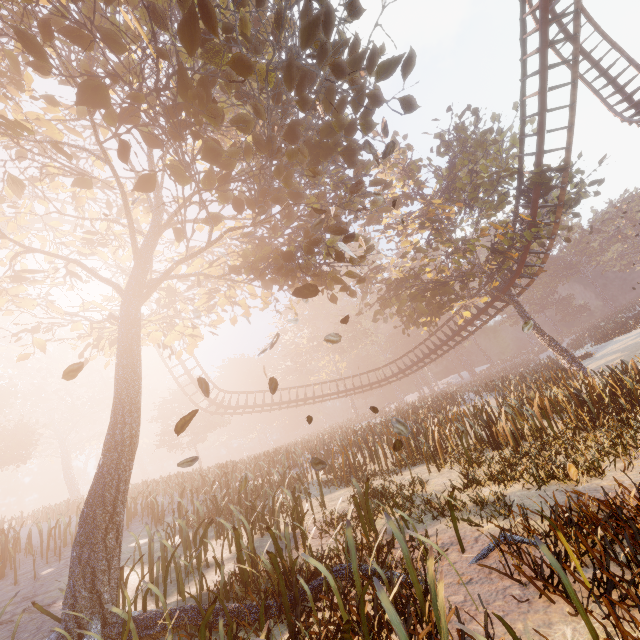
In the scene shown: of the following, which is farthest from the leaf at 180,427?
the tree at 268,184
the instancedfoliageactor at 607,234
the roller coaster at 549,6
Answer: the instancedfoliageactor at 607,234

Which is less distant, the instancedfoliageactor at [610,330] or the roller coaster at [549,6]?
the roller coaster at [549,6]

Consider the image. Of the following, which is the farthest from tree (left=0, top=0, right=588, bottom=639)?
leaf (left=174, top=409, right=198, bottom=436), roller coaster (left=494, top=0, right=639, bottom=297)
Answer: leaf (left=174, top=409, right=198, bottom=436)

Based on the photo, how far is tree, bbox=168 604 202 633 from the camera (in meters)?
3.95

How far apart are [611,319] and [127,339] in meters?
59.7 m

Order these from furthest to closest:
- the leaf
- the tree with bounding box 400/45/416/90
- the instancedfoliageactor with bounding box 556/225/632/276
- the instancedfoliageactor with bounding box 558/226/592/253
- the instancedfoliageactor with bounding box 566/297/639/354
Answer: the instancedfoliageactor with bounding box 558/226/592/253, the instancedfoliageactor with bounding box 556/225/632/276, the instancedfoliageactor with bounding box 566/297/639/354, the tree with bounding box 400/45/416/90, the leaf

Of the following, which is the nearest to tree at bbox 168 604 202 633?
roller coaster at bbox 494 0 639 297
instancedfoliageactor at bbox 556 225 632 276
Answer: roller coaster at bbox 494 0 639 297
